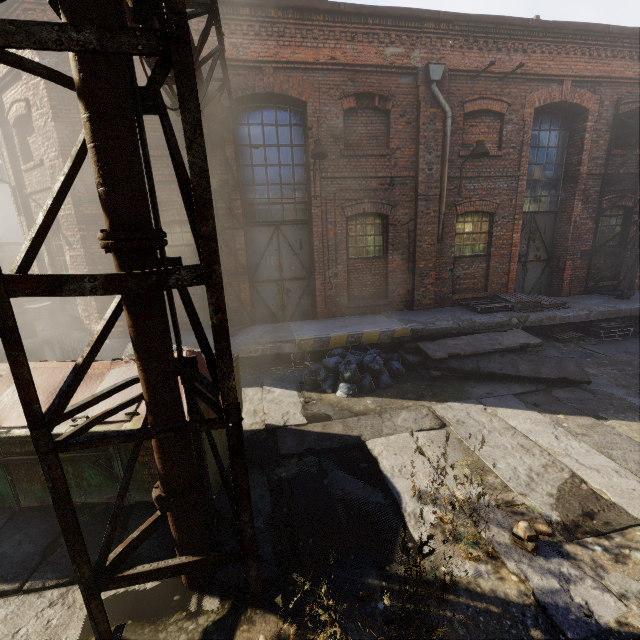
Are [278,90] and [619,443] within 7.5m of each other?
no

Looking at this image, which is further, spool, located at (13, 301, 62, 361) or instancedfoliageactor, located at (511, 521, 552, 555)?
spool, located at (13, 301, 62, 361)

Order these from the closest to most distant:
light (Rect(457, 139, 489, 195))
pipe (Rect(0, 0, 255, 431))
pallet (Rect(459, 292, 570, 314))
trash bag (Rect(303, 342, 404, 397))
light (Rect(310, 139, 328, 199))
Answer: pipe (Rect(0, 0, 255, 431)) < trash bag (Rect(303, 342, 404, 397)) < light (Rect(310, 139, 328, 199)) < light (Rect(457, 139, 489, 195)) < pallet (Rect(459, 292, 570, 314))

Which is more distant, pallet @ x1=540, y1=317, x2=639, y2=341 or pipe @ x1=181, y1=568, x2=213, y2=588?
pallet @ x1=540, y1=317, x2=639, y2=341

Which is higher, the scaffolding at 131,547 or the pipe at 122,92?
the pipe at 122,92

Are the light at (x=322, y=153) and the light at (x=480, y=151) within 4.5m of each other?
yes

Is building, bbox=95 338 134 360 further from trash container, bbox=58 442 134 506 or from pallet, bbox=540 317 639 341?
trash container, bbox=58 442 134 506

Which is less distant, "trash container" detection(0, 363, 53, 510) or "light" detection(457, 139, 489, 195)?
"trash container" detection(0, 363, 53, 510)
